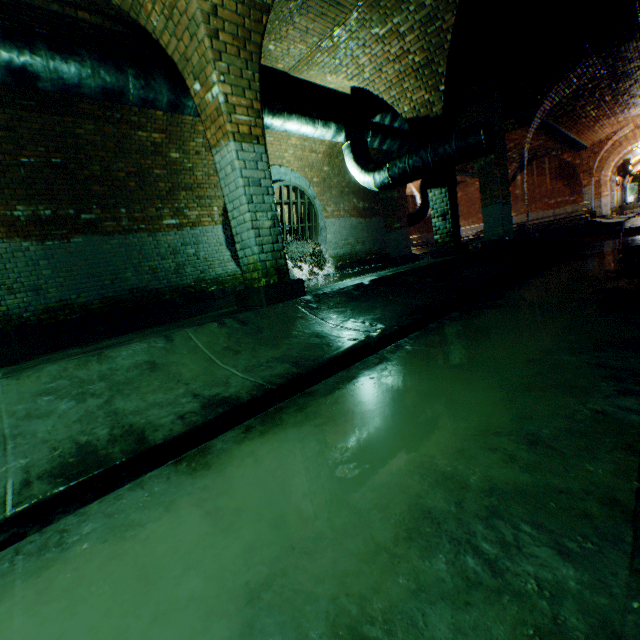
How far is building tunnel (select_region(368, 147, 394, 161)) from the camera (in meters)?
11.55

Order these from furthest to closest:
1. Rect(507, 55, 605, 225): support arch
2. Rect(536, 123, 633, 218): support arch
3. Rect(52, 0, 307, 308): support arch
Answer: Rect(536, 123, 633, 218): support arch < Rect(507, 55, 605, 225): support arch < Rect(52, 0, 307, 308): support arch

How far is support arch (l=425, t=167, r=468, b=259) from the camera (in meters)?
6.84

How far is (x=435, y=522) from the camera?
1.0 meters

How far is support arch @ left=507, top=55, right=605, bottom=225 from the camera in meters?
9.1

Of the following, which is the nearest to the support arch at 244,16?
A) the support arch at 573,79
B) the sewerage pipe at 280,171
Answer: the sewerage pipe at 280,171

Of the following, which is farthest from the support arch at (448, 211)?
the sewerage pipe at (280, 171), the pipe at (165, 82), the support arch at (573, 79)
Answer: the support arch at (573, 79)
